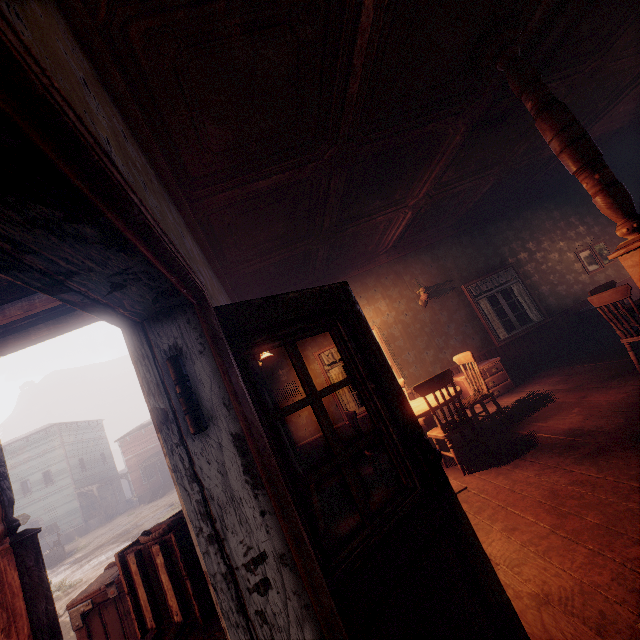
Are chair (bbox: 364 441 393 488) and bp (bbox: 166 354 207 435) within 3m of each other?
no

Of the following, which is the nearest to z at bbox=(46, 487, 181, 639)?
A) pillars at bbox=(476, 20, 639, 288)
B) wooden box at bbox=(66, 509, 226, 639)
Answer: wooden box at bbox=(66, 509, 226, 639)

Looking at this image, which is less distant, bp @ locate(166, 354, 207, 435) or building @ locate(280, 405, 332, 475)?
bp @ locate(166, 354, 207, 435)

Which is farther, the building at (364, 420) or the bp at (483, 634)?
the building at (364, 420)

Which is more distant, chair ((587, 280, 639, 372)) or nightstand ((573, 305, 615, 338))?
nightstand ((573, 305, 615, 338))

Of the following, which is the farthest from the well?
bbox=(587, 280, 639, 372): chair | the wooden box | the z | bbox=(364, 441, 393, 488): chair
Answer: bbox=(587, 280, 639, 372): chair

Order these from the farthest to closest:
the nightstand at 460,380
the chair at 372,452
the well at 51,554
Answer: the well at 51,554 → the nightstand at 460,380 → the chair at 372,452

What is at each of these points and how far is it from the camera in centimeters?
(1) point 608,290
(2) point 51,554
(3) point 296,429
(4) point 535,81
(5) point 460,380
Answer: (1) chair, 429cm
(2) well, 2094cm
(3) building, 670cm
(4) pillars, 289cm
(5) nightstand, 680cm
